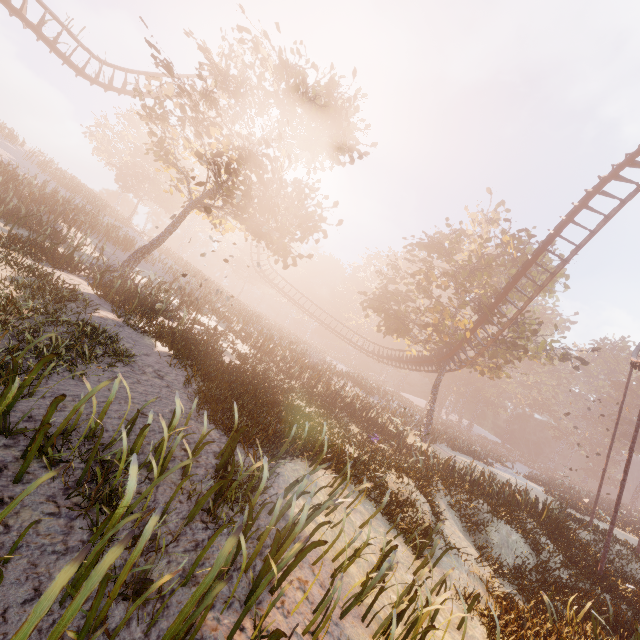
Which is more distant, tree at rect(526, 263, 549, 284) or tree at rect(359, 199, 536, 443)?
tree at rect(526, 263, 549, 284)

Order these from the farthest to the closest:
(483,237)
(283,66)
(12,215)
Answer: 1. (483,237)
2. (283,66)
3. (12,215)

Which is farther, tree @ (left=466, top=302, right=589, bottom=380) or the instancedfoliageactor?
the instancedfoliageactor

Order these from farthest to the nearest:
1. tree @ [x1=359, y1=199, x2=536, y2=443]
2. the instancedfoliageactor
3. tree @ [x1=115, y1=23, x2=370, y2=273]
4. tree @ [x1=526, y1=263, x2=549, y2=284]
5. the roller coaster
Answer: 1. the instancedfoliageactor
2. tree @ [x1=526, y1=263, x2=549, y2=284]
3. tree @ [x1=359, y1=199, x2=536, y2=443]
4. the roller coaster
5. tree @ [x1=115, y1=23, x2=370, y2=273]

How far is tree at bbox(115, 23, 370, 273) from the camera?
14.2 meters

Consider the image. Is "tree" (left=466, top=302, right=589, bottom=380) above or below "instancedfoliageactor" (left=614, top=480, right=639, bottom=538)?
above

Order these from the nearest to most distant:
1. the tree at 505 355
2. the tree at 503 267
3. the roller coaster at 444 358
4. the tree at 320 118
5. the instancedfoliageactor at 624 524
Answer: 1. the tree at 320 118
2. the roller coaster at 444 358
3. the tree at 505 355
4. the tree at 503 267
5. the instancedfoliageactor at 624 524

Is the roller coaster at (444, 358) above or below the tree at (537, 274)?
below
